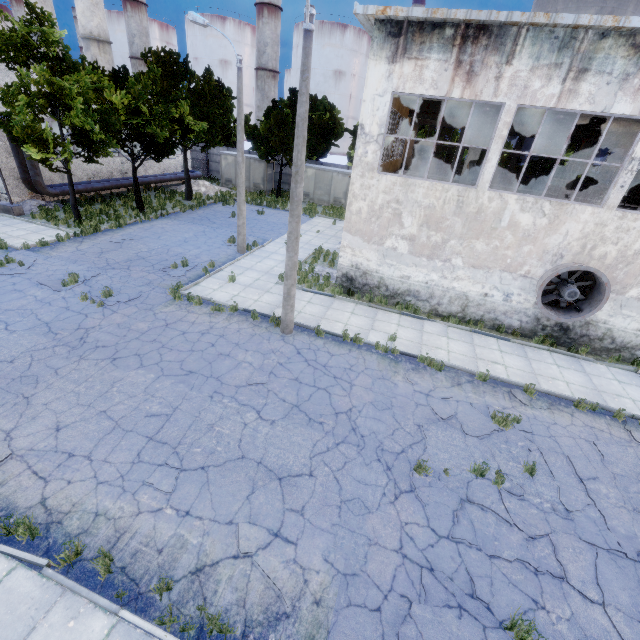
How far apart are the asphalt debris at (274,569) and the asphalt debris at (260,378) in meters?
3.8

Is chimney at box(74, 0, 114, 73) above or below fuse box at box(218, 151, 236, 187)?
above

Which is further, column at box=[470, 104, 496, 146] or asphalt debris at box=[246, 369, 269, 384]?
column at box=[470, 104, 496, 146]

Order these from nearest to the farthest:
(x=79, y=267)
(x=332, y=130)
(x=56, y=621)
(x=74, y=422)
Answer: (x=56, y=621), (x=74, y=422), (x=79, y=267), (x=332, y=130)

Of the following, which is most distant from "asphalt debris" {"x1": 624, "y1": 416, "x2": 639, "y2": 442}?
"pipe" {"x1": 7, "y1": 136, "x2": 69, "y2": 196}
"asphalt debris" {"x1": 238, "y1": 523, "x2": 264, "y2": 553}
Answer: "pipe" {"x1": 7, "y1": 136, "x2": 69, "y2": 196}

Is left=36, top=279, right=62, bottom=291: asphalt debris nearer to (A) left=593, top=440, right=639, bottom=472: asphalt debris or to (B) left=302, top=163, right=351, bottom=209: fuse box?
(A) left=593, top=440, right=639, bottom=472: asphalt debris

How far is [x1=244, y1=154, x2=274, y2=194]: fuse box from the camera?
33.1 meters

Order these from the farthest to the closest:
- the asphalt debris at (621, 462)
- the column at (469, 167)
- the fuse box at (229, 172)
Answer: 1. the fuse box at (229, 172)
2. the column at (469, 167)
3. the asphalt debris at (621, 462)
